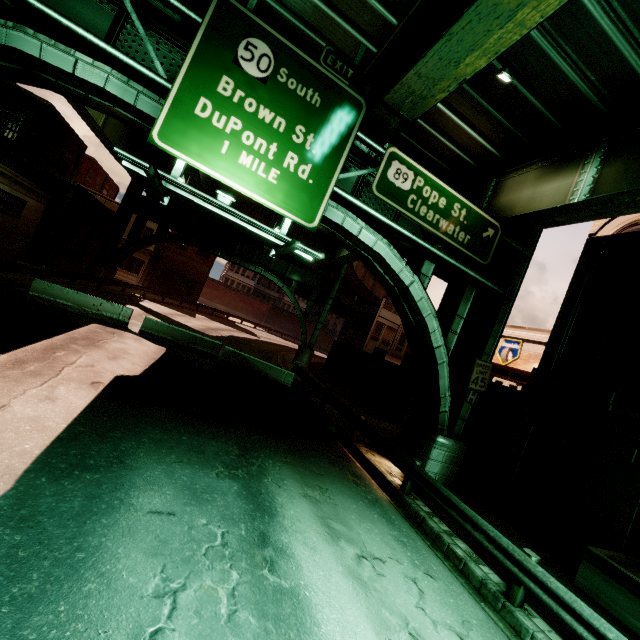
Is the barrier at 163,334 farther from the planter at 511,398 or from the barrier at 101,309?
the planter at 511,398

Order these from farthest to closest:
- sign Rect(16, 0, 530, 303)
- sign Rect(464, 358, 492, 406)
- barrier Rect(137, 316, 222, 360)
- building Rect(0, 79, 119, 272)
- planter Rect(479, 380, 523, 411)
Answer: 1. building Rect(0, 79, 119, 272)
2. barrier Rect(137, 316, 222, 360)
3. planter Rect(479, 380, 523, 411)
4. sign Rect(464, 358, 492, 406)
5. sign Rect(16, 0, 530, 303)

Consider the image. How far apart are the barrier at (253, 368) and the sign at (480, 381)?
8.8m

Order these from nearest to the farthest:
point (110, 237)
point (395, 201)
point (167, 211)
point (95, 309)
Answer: point (395, 201) < point (95, 309) < point (110, 237) < point (167, 211)

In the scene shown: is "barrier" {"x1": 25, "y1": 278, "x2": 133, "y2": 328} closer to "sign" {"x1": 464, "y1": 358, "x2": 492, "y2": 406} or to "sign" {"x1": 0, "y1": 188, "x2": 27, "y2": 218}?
"sign" {"x1": 0, "y1": 188, "x2": 27, "y2": 218}

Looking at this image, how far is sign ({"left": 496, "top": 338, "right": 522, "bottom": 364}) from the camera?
26.51m

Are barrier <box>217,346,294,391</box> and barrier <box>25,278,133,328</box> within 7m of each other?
yes

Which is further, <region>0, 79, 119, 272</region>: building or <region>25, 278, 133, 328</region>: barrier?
<region>0, 79, 119, 272</region>: building
